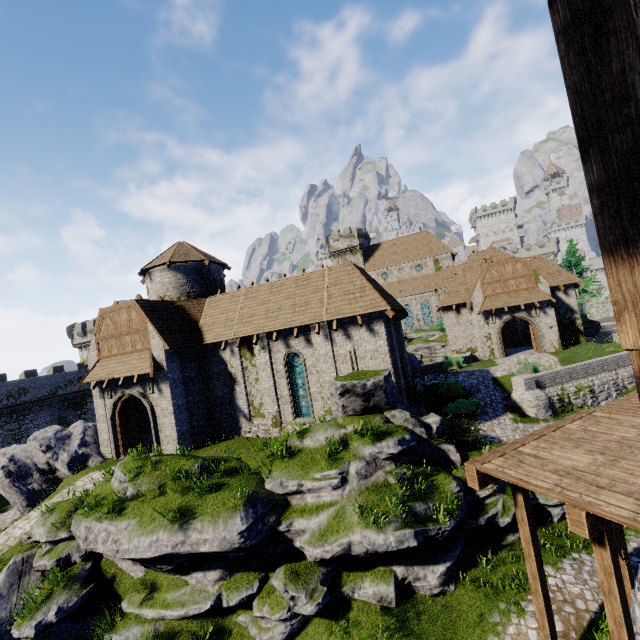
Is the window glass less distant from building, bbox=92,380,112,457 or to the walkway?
building, bbox=92,380,112,457

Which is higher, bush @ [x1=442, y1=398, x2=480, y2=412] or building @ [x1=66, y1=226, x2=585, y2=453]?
building @ [x1=66, y1=226, x2=585, y2=453]

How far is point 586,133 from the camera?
1.4m

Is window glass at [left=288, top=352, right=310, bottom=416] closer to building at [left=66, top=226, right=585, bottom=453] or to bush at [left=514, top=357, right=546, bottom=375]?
building at [left=66, top=226, right=585, bottom=453]

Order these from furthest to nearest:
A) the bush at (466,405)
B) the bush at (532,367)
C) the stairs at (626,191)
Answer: the bush at (532,367)
the bush at (466,405)
the stairs at (626,191)

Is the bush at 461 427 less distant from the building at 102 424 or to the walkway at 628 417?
the building at 102 424

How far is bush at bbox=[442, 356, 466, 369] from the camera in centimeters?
2894cm

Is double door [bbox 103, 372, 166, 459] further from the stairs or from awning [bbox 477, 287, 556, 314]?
awning [bbox 477, 287, 556, 314]
